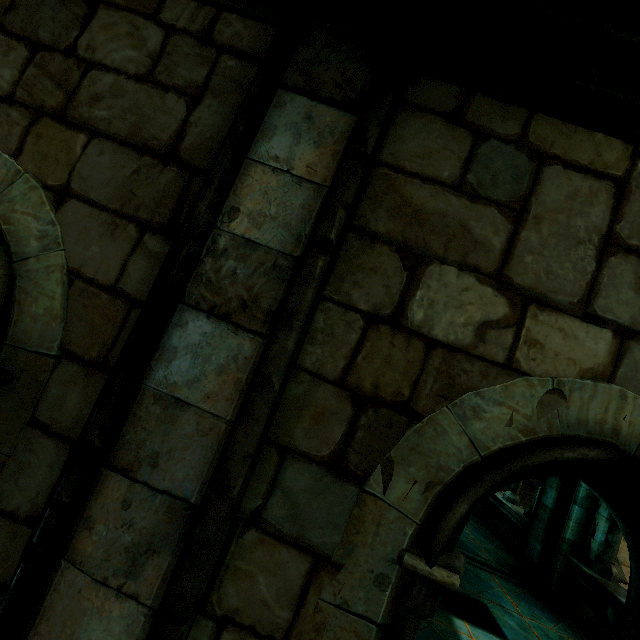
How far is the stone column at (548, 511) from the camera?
6.0 meters

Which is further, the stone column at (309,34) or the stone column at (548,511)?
the stone column at (548,511)

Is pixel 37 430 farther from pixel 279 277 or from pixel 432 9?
pixel 432 9

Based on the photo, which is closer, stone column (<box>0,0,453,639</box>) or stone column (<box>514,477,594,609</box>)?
stone column (<box>0,0,453,639</box>)

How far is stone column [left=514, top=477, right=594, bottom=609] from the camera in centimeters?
597cm
